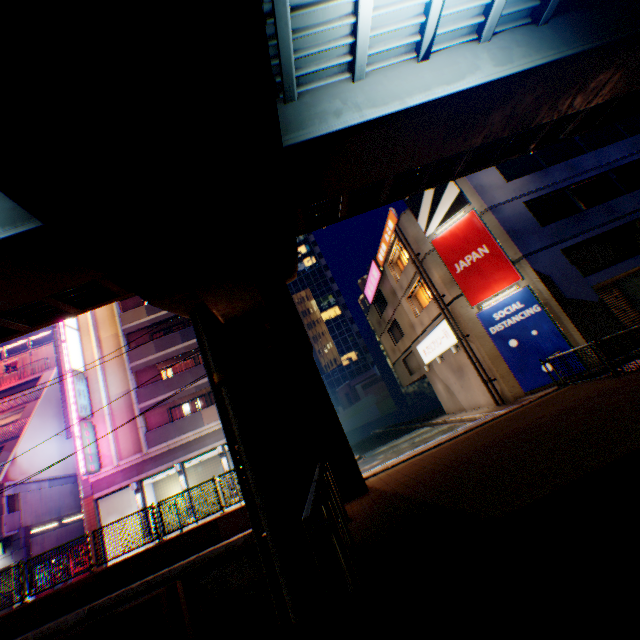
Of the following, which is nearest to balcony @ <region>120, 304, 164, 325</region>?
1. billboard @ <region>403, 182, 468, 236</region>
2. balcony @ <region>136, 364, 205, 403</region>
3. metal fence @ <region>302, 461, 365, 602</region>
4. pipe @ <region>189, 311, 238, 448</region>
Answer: balcony @ <region>136, 364, 205, 403</region>

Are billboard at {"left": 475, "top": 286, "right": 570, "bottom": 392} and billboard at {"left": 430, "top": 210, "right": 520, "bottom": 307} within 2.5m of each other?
yes

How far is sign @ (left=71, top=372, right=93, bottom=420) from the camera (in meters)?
21.05

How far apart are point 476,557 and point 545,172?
20.7 meters

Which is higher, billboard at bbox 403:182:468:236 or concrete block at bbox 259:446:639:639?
billboard at bbox 403:182:468:236

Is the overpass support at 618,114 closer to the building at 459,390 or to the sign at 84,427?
the building at 459,390

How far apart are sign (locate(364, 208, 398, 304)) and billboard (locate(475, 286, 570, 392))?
7.1 meters

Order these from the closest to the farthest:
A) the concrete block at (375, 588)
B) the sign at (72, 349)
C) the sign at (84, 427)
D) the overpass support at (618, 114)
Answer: the concrete block at (375, 588)
the overpass support at (618, 114)
the sign at (84, 427)
the sign at (72, 349)
